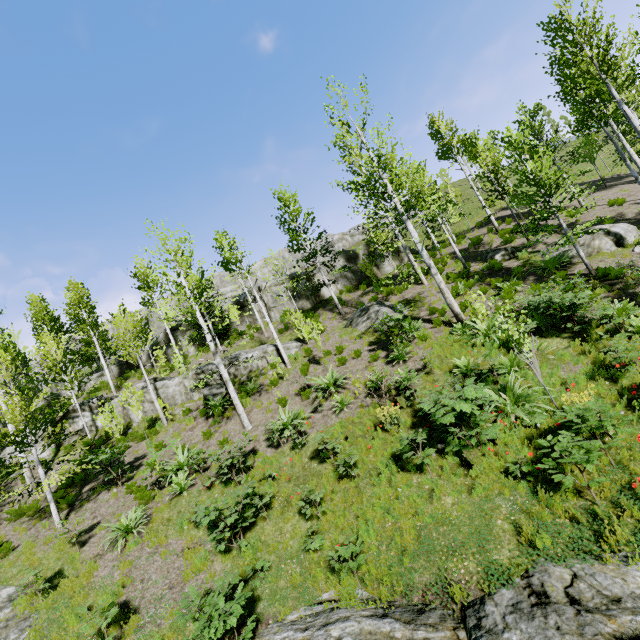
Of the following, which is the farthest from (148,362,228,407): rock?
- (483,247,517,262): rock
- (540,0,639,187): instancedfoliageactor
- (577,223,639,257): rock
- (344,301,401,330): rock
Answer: (483,247,517,262): rock

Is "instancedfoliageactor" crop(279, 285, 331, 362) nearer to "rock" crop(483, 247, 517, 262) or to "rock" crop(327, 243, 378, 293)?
"rock" crop(327, 243, 378, 293)

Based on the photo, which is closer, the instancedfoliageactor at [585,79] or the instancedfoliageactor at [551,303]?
the instancedfoliageactor at [551,303]

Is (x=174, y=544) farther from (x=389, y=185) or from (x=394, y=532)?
(x=389, y=185)

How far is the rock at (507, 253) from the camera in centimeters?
1768cm

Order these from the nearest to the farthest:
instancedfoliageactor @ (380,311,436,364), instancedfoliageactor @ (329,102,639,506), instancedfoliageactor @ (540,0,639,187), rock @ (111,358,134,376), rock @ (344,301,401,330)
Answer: instancedfoliageactor @ (329,102,639,506), instancedfoliageactor @ (540,0,639,187), instancedfoliageactor @ (380,311,436,364), rock @ (344,301,401,330), rock @ (111,358,134,376)

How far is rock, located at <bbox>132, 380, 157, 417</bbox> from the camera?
18.4 meters

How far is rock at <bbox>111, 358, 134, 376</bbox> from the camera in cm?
3121
